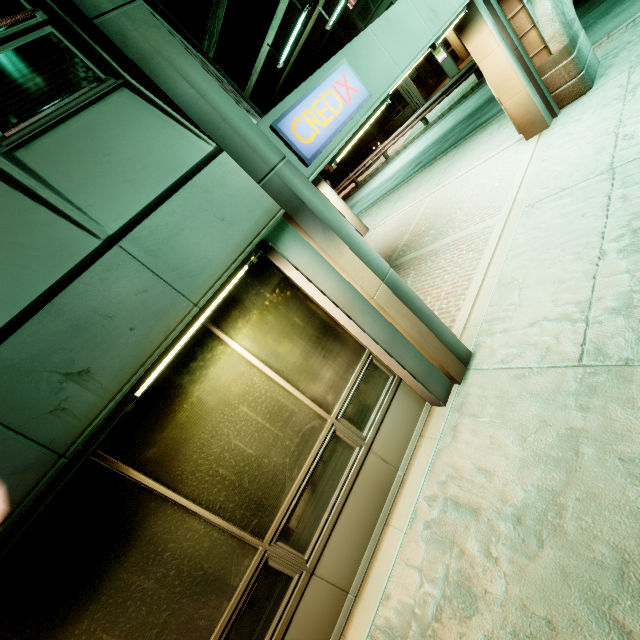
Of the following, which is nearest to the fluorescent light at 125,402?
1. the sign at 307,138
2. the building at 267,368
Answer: the building at 267,368

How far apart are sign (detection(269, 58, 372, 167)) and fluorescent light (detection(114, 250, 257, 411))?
1.12m

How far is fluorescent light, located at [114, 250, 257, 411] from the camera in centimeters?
238cm

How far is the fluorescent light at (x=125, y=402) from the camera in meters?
2.4

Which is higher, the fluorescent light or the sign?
the sign

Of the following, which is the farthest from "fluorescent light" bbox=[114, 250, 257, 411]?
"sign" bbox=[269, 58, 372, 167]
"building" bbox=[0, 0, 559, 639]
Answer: "sign" bbox=[269, 58, 372, 167]

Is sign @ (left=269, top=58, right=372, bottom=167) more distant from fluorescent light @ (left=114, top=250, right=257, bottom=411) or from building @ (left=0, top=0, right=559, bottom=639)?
fluorescent light @ (left=114, top=250, right=257, bottom=411)

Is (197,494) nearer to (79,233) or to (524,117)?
(79,233)
